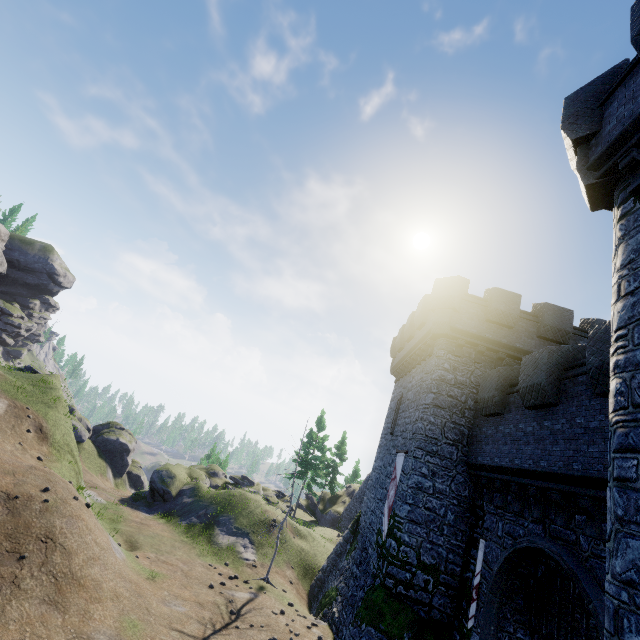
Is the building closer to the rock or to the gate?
the gate

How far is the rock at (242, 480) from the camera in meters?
36.2

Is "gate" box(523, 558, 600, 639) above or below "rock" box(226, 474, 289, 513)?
above

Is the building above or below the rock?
above

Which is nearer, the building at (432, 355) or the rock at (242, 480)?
the building at (432, 355)

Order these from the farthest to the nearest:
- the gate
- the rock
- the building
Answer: the rock < the gate < the building

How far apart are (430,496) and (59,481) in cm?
1602
